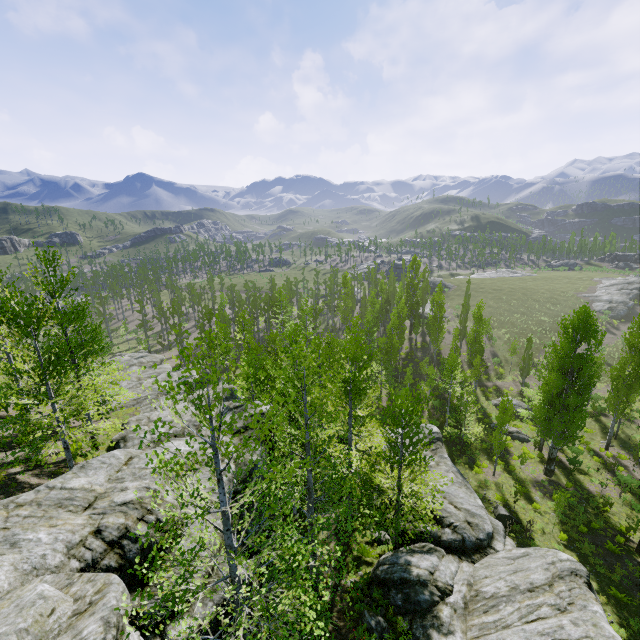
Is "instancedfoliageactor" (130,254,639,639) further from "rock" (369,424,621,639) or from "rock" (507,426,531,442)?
"rock" (507,426,531,442)

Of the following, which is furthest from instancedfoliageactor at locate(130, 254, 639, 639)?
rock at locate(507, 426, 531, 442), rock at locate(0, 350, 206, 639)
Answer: rock at locate(507, 426, 531, 442)

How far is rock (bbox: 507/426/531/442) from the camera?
30.7m

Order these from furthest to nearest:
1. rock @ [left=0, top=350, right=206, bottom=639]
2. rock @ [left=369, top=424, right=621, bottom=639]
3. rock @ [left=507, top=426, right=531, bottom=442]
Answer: rock @ [left=507, top=426, right=531, bottom=442], rock @ [left=369, top=424, right=621, bottom=639], rock @ [left=0, top=350, right=206, bottom=639]

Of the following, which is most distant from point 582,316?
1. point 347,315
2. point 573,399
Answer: point 347,315

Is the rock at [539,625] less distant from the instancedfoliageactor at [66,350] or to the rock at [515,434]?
the instancedfoliageactor at [66,350]
